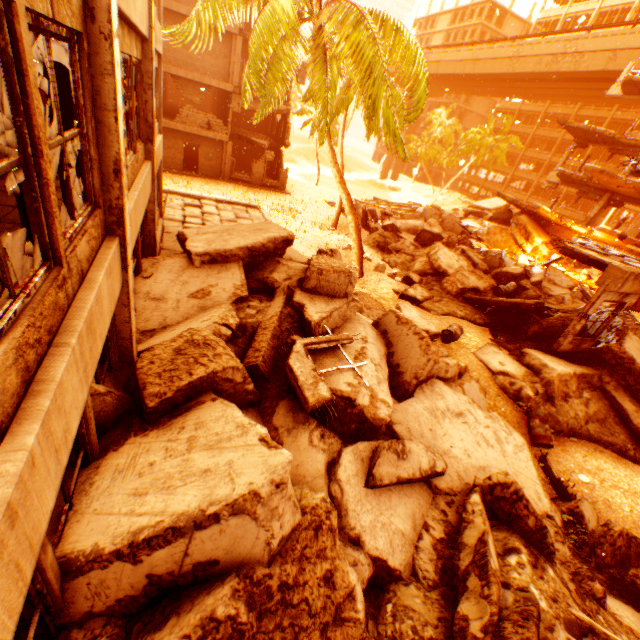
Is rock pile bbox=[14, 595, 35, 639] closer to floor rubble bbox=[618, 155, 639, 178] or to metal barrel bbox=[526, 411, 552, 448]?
metal barrel bbox=[526, 411, 552, 448]

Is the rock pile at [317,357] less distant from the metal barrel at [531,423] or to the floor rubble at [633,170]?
the metal barrel at [531,423]

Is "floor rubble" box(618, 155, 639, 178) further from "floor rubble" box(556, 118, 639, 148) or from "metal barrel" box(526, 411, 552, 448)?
"floor rubble" box(556, 118, 639, 148)

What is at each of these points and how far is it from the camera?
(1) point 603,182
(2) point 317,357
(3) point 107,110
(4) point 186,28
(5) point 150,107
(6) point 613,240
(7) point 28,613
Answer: (1) floor rubble, 20.6 meters
(2) rock pile, 6.0 meters
(3) pillar, 3.3 meters
(4) rubble, 10.4 meters
(5) pillar, 7.3 meters
(6) floor rubble, 18.6 meters
(7) rock pile, 2.8 meters

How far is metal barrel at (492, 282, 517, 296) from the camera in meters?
13.8

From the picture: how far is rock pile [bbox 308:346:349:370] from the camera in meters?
5.8

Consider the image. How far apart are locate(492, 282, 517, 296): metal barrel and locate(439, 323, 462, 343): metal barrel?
3.9m

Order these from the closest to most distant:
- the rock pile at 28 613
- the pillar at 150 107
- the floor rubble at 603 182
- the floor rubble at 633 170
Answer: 1. the rock pile at 28 613
2. the pillar at 150 107
3. the floor rubble at 633 170
4. the floor rubble at 603 182
